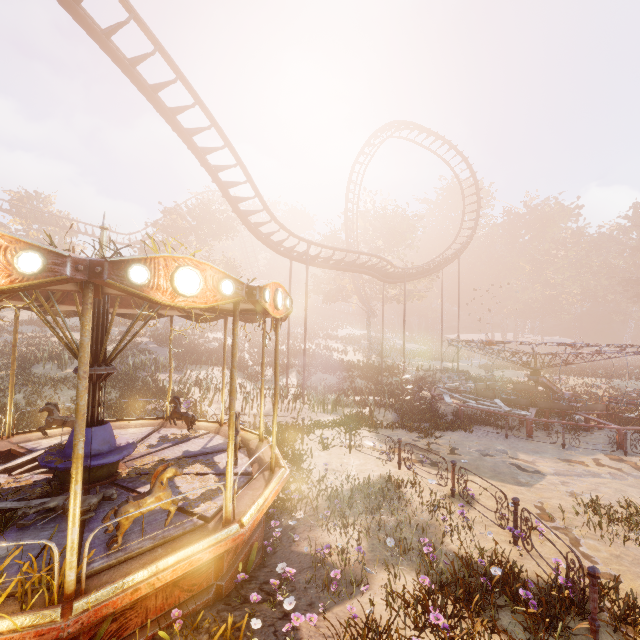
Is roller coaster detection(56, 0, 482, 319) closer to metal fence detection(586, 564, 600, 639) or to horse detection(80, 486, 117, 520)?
horse detection(80, 486, 117, 520)

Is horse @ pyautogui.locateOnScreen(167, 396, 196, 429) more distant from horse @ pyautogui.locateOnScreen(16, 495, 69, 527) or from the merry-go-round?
the merry-go-round

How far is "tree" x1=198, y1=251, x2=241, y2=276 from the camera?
34.37m

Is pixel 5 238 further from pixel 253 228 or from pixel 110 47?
pixel 253 228

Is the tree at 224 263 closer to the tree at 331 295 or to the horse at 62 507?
the tree at 331 295

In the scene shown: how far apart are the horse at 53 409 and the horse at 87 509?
4.0m

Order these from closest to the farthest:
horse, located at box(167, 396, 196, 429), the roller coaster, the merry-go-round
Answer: horse, located at box(167, 396, 196, 429) < the roller coaster < the merry-go-round

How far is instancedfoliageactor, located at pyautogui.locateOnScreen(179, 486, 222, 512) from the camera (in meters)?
5.31
